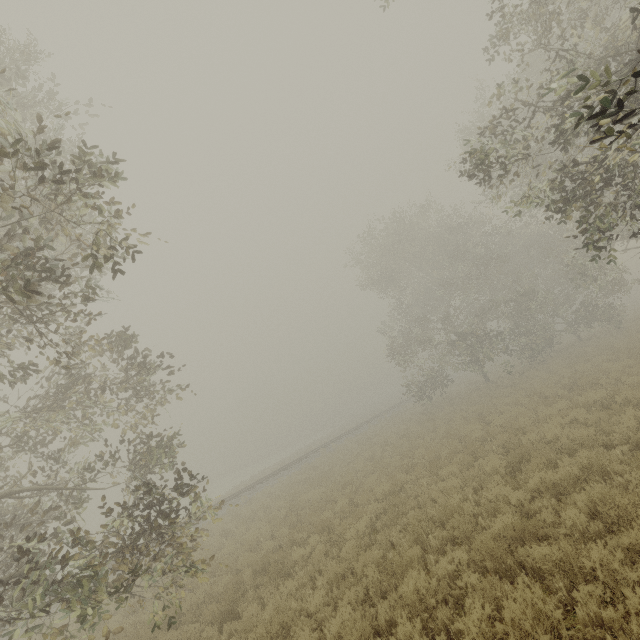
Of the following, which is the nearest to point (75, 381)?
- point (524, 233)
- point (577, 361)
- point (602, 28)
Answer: point (602, 28)

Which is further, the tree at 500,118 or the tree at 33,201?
the tree at 500,118

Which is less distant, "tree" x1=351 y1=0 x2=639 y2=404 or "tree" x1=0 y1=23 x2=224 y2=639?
"tree" x1=0 y1=23 x2=224 y2=639
